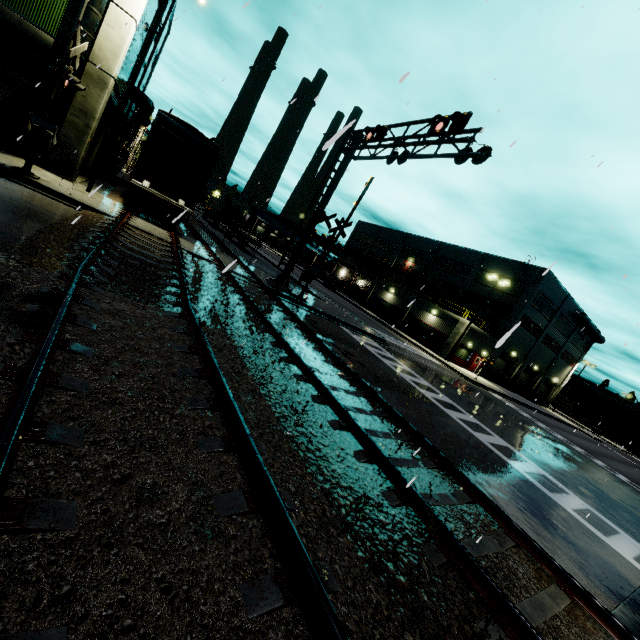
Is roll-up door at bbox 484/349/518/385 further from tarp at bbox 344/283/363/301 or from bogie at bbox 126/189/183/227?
bogie at bbox 126/189/183/227

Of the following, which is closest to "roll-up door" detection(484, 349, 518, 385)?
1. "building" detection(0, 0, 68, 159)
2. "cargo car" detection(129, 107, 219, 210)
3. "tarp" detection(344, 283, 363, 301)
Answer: "building" detection(0, 0, 68, 159)

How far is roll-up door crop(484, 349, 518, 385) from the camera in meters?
41.6 m

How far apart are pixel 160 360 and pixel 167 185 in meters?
14.7

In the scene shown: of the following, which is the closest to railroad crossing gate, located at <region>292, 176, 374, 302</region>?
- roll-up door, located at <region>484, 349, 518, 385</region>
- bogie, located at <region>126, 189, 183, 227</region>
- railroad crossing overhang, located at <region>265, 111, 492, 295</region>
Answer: railroad crossing overhang, located at <region>265, 111, 492, 295</region>

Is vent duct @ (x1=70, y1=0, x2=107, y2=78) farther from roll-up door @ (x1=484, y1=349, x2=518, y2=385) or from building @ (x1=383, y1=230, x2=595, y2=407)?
roll-up door @ (x1=484, y1=349, x2=518, y2=385)

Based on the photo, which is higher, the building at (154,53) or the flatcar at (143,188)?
the building at (154,53)

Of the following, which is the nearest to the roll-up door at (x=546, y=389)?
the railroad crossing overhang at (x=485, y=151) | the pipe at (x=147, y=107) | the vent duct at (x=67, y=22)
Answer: the railroad crossing overhang at (x=485, y=151)
